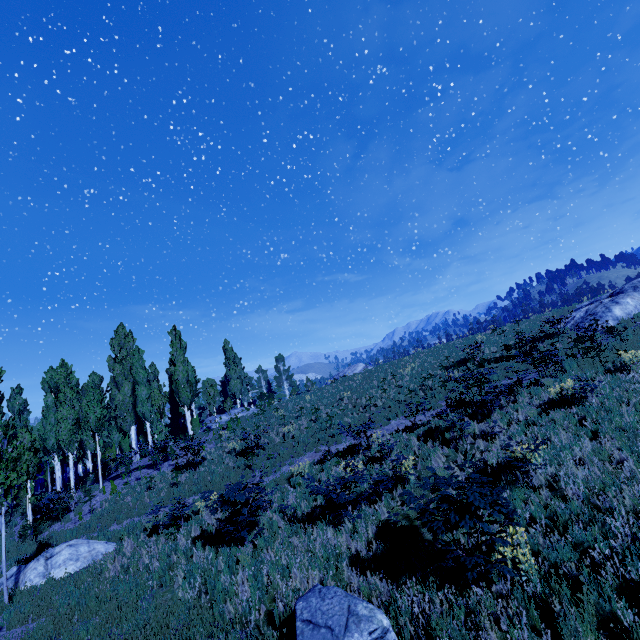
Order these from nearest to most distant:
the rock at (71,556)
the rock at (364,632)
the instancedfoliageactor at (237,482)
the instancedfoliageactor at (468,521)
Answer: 1. the rock at (364,632)
2. the instancedfoliageactor at (468,521)
3. the instancedfoliageactor at (237,482)
4. the rock at (71,556)

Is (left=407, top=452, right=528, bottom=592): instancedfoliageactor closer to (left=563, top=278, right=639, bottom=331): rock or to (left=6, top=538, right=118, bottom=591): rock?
(left=6, top=538, right=118, bottom=591): rock

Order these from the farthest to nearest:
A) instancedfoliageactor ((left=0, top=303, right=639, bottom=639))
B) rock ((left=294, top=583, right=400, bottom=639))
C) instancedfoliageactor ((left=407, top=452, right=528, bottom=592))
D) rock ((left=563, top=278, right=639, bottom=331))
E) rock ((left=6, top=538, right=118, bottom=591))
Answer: rock ((left=563, top=278, right=639, bottom=331)), rock ((left=6, top=538, right=118, bottom=591)), instancedfoliageactor ((left=0, top=303, right=639, bottom=639)), instancedfoliageactor ((left=407, top=452, right=528, bottom=592)), rock ((left=294, top=583, right=400, bottom=639))

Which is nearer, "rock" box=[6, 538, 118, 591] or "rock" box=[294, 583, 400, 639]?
"rock" box=[294, 583, 400, 639]

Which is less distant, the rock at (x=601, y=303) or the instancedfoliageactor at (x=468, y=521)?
the instancedfoliageactor at (x=468, y=521)

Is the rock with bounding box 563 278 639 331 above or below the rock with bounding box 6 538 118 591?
above

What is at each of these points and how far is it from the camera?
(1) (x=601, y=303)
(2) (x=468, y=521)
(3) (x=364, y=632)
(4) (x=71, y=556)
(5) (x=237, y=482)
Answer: (1) rock, 21.09m
(2) instancedfoliageactor, 4.73m
(3) rock, 4.14m
(4) rock, 10.60m
(5) instancedfoliageactor, 8.80m

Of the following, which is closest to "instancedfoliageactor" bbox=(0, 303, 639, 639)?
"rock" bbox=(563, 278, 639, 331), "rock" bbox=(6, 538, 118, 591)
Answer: "rock" bbox=(6, 538, 118, 591)
